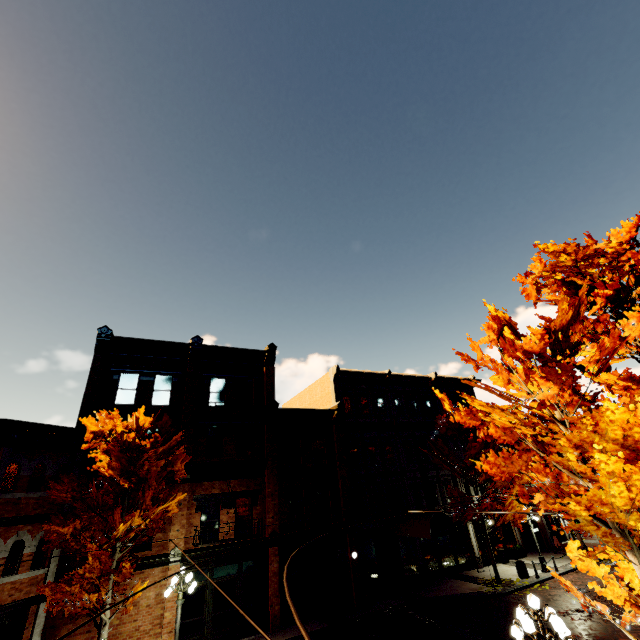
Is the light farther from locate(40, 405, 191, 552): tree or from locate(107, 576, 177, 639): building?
locate(107, 576, 177, 639): building

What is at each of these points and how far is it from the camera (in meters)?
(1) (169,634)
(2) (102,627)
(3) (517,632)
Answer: (1) building, 14.29
(2) tree, 11.84
(3) light, 6.79

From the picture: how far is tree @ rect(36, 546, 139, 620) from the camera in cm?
1112

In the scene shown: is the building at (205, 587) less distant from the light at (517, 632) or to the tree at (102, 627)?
the tree at (102, 627)

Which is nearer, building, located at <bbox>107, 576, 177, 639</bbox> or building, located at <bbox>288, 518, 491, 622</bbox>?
building, located at <bbox>107, 576, 177, 639</bbox>

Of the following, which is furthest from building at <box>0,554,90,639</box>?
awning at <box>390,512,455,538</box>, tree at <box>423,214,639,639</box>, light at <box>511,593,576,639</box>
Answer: light at <box>511,593,576,639</box>

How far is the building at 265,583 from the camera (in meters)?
16.10

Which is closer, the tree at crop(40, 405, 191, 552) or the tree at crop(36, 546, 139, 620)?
the tree at crop(36, 546, 139, 620)
